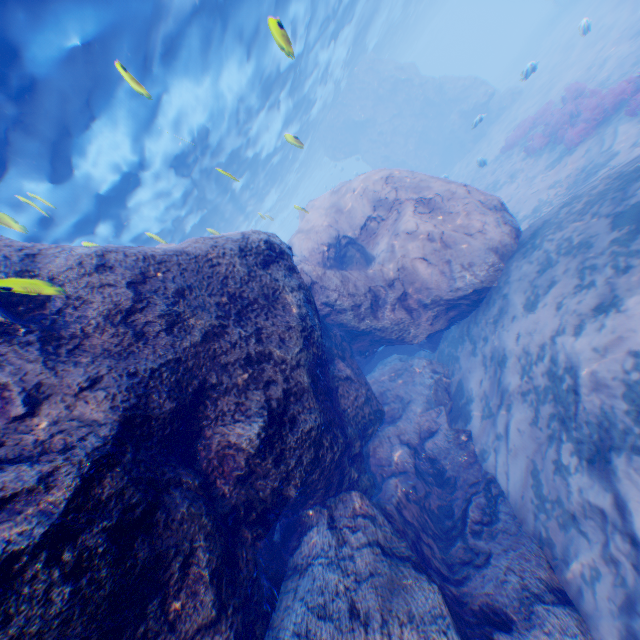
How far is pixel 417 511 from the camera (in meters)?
6.36

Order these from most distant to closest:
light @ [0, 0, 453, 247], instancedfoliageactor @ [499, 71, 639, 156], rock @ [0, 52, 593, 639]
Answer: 1. instancedfoliageactor @ [499, 71, 639, 156]
2. light @ [0, 0, 453, 247]
3. rock @ [0, 52, 593, 639]

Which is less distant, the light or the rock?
the rock

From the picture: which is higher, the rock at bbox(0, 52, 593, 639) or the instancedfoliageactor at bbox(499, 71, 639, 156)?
the rock at bbox(0, 52, 593, 639)

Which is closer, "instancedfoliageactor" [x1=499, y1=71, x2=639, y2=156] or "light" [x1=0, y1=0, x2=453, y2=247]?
"light" [x1=0, y1=0, x2=453, y2=247]

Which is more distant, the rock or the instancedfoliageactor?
the instancedfoliageactor

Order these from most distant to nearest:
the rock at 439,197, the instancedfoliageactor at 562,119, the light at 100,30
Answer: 1. the instancedfoliageactor at 562,119
2. the light at 100,30
3. the rock at 439,197

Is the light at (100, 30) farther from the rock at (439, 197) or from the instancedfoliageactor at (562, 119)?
the instancedfoliageactor at (562, 119)
